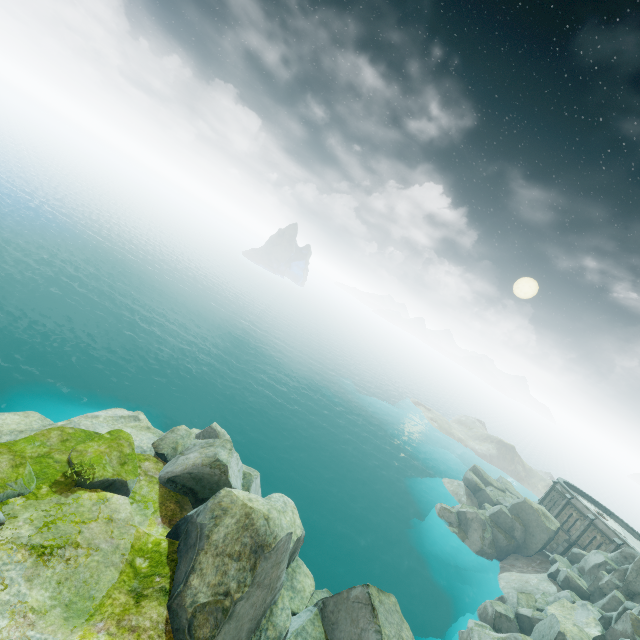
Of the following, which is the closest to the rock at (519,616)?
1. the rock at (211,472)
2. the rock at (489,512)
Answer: the rock at (211,472)

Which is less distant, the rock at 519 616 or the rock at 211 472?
the rock at 211 472

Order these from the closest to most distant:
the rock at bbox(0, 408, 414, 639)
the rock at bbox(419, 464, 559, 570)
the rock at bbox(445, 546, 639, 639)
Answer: the rock at bbox(0, 408, 414, 639), the rock at bbox(445, 546, 639, 639), the rock at bbox(419, 464, 559, 570)

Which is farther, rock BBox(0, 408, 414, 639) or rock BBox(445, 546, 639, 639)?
rock BBox(445, 546, 639, 639)

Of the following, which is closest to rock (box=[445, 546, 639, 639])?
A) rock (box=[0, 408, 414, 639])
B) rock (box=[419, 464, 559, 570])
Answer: rock (box=[0, 408, 414, 639])

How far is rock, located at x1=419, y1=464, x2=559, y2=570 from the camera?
39.9 meters

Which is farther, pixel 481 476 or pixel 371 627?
pixel 481 476

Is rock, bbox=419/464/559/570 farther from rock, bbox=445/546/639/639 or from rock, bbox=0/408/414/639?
rock, bbox=0/408/414/639
